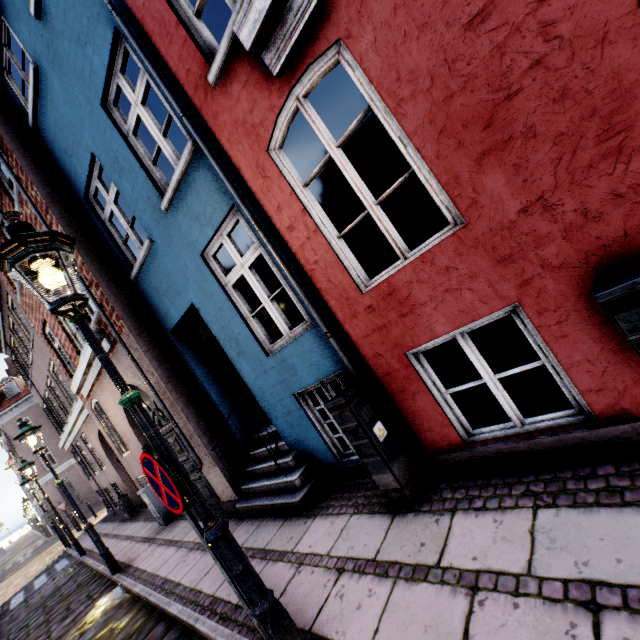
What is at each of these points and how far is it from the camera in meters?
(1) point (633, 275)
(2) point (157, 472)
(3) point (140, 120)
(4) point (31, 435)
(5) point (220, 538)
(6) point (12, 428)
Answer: (1) electrical box, 1.7
(2) sign, 2.4
(3) building, 4.6
(4) street light, 6.9
(5) street light, 2.3
(6) building, 27.0

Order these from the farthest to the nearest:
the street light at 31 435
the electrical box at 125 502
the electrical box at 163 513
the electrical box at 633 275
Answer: the electrical box at 125 502 → the electrical box at 163 513 → the street light at 31 435 → the electrical box at 633 275

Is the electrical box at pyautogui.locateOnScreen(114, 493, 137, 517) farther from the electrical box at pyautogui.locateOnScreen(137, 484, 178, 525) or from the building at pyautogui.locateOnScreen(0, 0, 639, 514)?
the electrical box at pyautogui.locateOnScreen(137, 484, 178, 525)

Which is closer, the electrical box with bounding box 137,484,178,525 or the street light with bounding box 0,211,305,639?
the street light with bounding box 0,211,305,639

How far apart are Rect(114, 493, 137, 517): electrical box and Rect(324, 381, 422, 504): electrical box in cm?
1312

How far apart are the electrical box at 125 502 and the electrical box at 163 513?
5.3 meters

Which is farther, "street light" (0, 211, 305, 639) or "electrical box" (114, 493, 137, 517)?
"electrical box" (114, 493, 137, 517)

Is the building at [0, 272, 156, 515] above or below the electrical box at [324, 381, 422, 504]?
above
